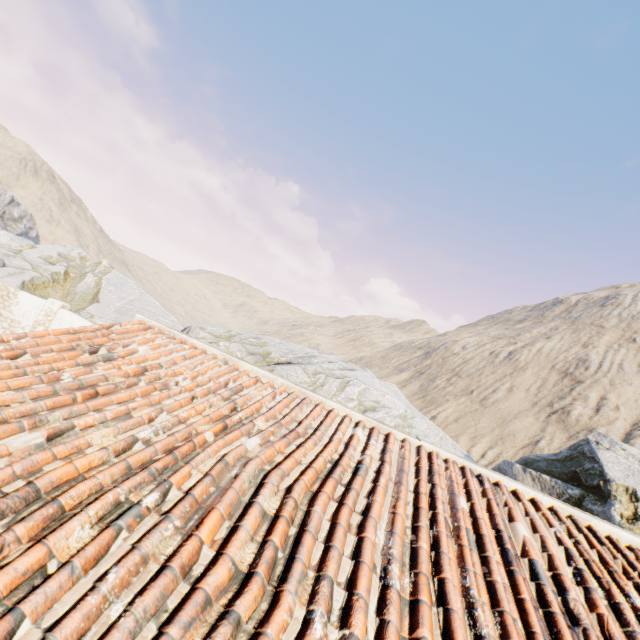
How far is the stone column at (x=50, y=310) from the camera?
13.29m

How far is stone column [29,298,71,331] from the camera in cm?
1329

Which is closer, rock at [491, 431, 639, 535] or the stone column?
rock at [491, 431, 639, 535]

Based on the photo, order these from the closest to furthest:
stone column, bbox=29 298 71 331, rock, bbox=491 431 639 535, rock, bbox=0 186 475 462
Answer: rock, bbox=491 431 639 535, stone column, bbox=29 298 71 331, rock, bbox=0 186 475 462

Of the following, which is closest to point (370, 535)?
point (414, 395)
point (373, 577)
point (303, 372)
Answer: point (373, 577)

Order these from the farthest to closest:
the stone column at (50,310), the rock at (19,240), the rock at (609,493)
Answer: the rock at (19,240) < the stone column at (50,310) < the rock at (609,493)

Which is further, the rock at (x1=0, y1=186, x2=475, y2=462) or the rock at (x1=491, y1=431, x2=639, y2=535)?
the rock at (x1=0, y1=186, x2=475, y2=462)
